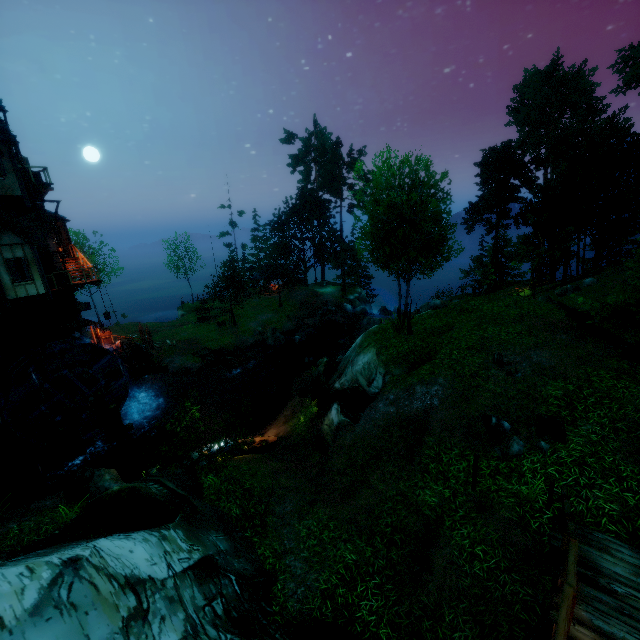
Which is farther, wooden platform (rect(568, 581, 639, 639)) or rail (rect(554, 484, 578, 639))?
wooden platform (rect(568, 581, 639, 639))

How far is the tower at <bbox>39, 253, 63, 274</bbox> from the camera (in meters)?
20.58

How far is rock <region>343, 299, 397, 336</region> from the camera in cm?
3781

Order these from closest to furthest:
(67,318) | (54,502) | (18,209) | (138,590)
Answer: (138,590) < (54,502) < (18,209) < (67,318)

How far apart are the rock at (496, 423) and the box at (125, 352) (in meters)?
26.87

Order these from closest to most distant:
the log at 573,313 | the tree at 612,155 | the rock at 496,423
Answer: the rock at 496,423, the log at 573,313, the tree at 612,155

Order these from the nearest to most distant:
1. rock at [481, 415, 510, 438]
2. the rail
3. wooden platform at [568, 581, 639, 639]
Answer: the rail < wooden platform at [568, 581, 639, 639] < rock at [481, 415, 510, 438]

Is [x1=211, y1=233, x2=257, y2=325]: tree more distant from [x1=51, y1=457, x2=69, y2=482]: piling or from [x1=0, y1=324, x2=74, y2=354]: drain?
[x1=51, y1=457, x2=69, y2=482]: piling
